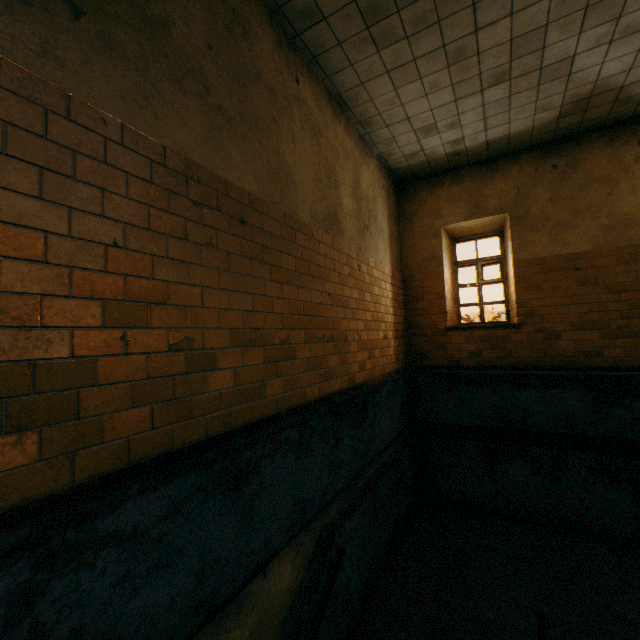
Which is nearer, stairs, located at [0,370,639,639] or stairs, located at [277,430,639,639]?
stairs, located at [0,370,639,639]

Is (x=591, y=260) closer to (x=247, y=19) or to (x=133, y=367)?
(x=247, y=19)

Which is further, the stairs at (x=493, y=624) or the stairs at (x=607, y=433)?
the stairs at (x=493, y=624)

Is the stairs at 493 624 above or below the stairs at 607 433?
below

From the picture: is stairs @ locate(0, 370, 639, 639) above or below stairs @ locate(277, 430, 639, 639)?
above
